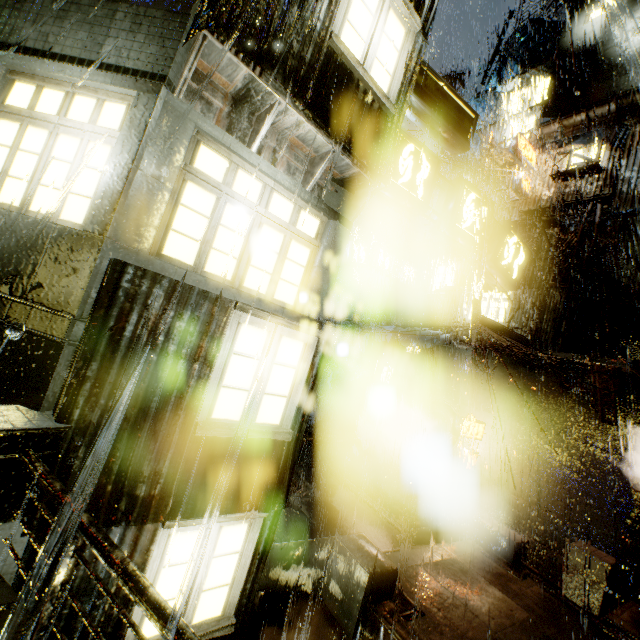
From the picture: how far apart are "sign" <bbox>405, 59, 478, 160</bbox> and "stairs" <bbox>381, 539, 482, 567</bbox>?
10.2m

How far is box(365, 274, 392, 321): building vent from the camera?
27.5m

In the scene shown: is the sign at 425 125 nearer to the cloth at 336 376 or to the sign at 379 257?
the sign at 379 257

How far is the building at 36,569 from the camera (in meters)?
3.44

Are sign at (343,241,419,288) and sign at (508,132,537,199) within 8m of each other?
yes

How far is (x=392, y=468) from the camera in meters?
17.5 m

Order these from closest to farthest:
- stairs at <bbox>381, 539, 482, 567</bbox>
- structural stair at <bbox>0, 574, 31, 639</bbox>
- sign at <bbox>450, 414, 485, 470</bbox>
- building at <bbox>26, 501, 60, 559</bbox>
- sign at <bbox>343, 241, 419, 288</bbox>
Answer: structural stair at <bbox>0, 574, 31, 639</bbox> < building at <bbox>26, 501, 60, 559</bbox> < stairs at <bbox>381, 539, 482, 567</bbox> < sign at <bbox>450, 414, 485, 470</bbox> < sign at <bbox>343, 241, 419, 288</bbox>

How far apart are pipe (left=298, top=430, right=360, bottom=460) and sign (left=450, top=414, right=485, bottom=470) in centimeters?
677cm
